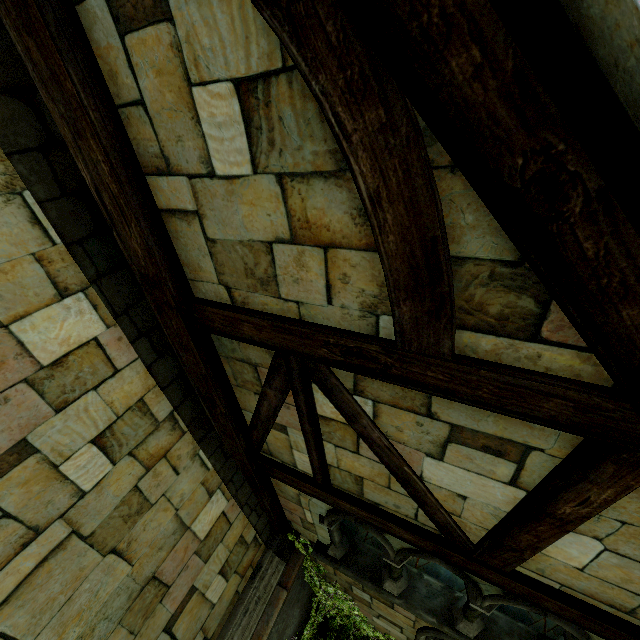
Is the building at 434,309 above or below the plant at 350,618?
above

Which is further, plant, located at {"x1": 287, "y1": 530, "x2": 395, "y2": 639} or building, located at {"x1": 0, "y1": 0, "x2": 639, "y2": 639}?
plant, located at {"x1": 287, "y1": 530, "x2": 395, "y2": 639}

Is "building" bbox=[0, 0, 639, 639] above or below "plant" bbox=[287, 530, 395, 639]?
above

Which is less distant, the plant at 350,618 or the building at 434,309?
the building at 434,309

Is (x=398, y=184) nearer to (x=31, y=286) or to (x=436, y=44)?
(x=436, y=44)
